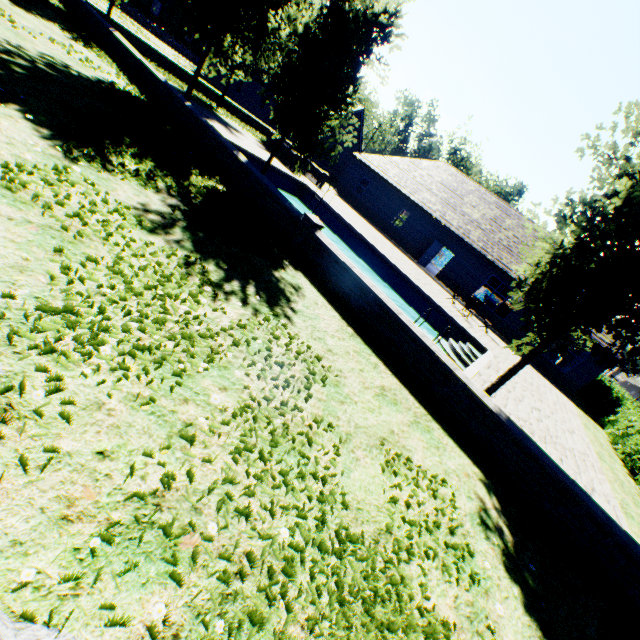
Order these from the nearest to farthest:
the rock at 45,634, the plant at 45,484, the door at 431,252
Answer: the rock at 45,634 < the plant at 45,484 < the door at 431,252

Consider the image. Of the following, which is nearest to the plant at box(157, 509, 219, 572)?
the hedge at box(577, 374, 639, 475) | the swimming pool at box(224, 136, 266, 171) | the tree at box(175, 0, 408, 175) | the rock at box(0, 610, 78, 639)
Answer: the rock at box(0, 610, 78, 639)

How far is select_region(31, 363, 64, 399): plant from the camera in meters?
2.2

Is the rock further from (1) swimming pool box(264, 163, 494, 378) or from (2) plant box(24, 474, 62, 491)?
(1) swimming pool box(264, 163, 494, 378)

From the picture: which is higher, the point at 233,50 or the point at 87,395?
the point at 233,50

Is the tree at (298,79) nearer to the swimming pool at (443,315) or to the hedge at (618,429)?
the swimming pool at (443,315)

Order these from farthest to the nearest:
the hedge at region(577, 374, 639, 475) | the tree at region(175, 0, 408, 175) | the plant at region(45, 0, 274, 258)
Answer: the hedge at region(577, 374, 639, 475)
the tree at region(175, 0, 408, 175)
the plant at region(45, 0, 274, 258)
